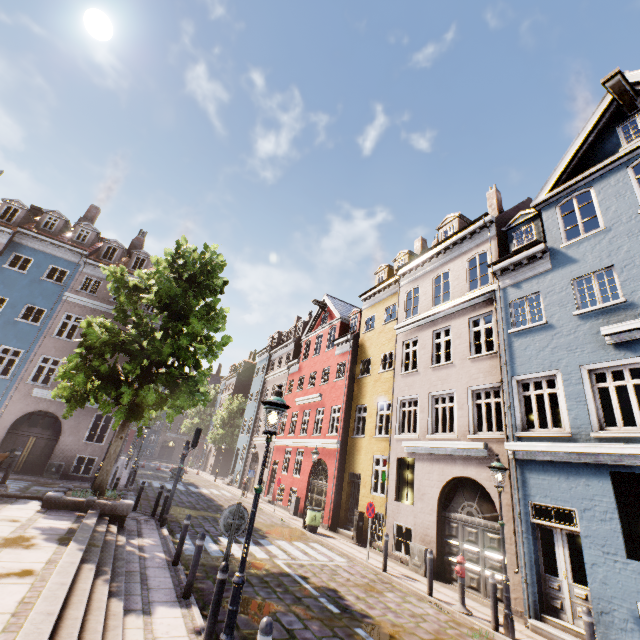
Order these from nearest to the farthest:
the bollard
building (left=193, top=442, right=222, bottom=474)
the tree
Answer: the bollard
the tree
building (left=193, top=442, right=222, bottom=474)

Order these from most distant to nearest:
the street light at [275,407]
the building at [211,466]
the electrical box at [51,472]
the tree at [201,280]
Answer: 1. the building at [211,466]
2. the electrical box at [51,472]
3. the tree at [201,280]
4. the street light at [275,407]

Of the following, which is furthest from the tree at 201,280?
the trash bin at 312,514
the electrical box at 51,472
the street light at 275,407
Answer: the electrical box at 51,472

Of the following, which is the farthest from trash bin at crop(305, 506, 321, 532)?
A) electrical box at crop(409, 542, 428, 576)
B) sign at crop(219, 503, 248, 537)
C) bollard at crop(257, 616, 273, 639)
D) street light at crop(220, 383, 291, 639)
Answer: bollard at crop(257, 616, 273, 639)

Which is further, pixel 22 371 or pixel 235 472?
pixel 235 472

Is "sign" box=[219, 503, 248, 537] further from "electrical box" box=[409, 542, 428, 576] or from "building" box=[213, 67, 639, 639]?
"electrical box" box=[409, 542, 428, 576]

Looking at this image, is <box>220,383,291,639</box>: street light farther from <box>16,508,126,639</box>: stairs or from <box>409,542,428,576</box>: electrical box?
<box>409,542,428,576</box>: electrical box

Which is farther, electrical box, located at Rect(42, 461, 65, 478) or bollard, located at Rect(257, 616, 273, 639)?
electrical box, located at Rect(42, 461, 65, 478)
